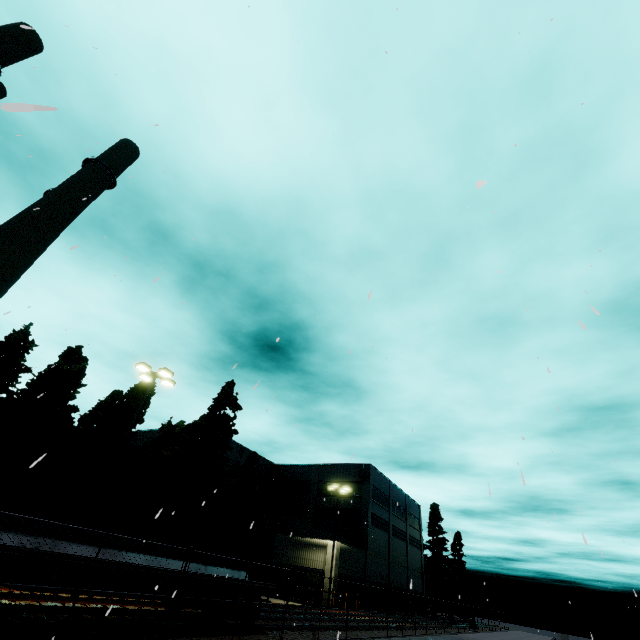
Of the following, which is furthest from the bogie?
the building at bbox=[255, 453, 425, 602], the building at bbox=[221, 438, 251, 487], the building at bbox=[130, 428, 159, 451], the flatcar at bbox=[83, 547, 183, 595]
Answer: the building at bbox=[130, 428, 159, 451]

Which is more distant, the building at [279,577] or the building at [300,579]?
the building at [279,577]

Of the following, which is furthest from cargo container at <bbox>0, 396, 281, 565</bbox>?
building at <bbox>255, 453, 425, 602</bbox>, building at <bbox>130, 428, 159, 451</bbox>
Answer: building at <bbox>130, 428, 159, 451</bbox>

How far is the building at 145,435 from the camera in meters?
44.8 m

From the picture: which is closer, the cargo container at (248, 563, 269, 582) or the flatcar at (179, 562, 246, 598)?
the flatcar at (179, 562, 246, 598)

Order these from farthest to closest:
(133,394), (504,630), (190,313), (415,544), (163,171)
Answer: (415,544), (504,630), (133,394), (190,313), (163,171)

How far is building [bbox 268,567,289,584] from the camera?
32.92m

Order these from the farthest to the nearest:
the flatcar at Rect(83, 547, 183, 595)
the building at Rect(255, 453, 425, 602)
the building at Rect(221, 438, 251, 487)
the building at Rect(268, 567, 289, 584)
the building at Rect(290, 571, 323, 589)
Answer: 1. the building at Rect(221, 438, 251, 487)
2. the building at Rect(255, 453, 425, 602)
3. the building at Rect(268, 567, 289, 584)
4. the building at Rect(290, 571, 323, 589)
5. the flatcar at Rect(83, 547, 183, 595)
